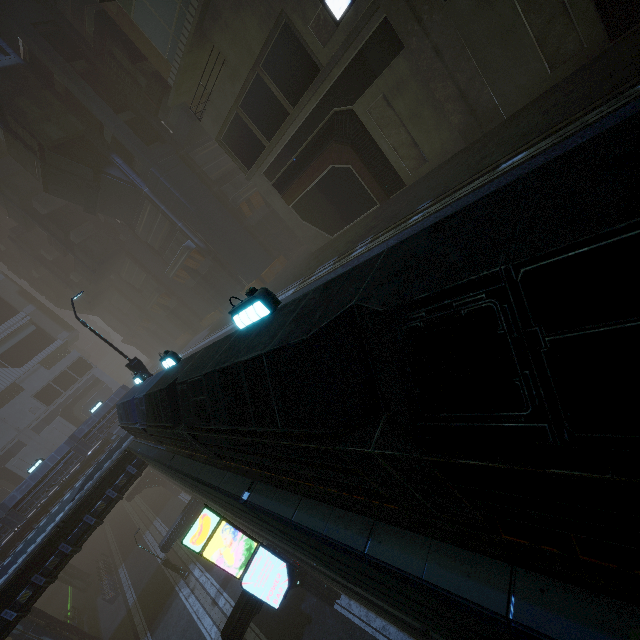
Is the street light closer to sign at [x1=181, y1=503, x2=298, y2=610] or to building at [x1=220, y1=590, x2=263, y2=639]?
building at [x1=220, y1=590, x2=263, y2=639]

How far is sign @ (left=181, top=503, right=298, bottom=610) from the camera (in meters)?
11.02

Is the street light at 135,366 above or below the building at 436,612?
above

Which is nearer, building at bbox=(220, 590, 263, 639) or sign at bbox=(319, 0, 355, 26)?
sign at bbox=(319, 0, 355, 26)

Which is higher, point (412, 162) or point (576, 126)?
point (412, 162)

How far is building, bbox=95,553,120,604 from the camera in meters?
31.0 m

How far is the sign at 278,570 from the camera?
11.02m
